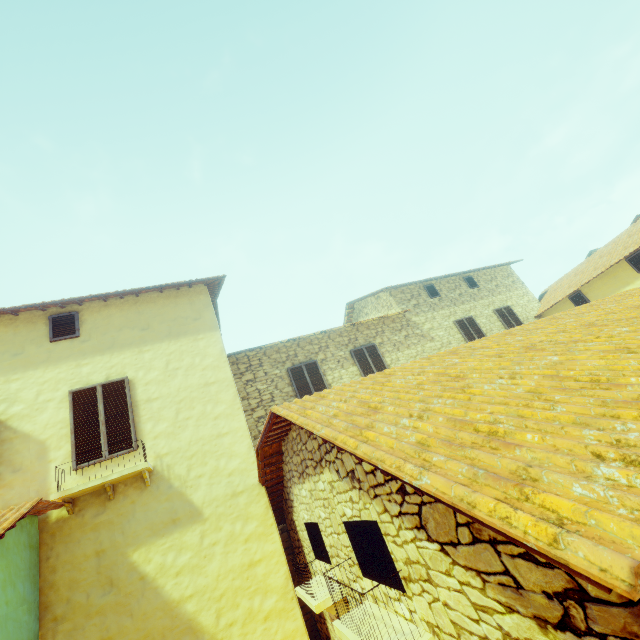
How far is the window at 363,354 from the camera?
11.5m

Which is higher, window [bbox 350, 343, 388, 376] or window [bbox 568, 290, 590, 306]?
window [bbox 350, 343, 388, 376]

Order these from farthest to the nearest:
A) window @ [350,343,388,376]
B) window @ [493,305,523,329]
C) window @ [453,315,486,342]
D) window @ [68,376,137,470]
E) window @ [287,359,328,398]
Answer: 1. window @ [493,305,523,329]
2. window @ [453,315,486,342]
3. window @ [350,343,388,376]
4. window @ [287,359,328,398]
5. window @ [68,376,137,470]

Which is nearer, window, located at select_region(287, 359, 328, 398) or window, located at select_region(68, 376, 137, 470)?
window, located at select_region(68, 376, 137, 470)

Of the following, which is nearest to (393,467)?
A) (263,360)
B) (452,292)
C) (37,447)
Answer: (37,447)

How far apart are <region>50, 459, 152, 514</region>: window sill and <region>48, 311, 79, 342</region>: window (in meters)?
2.91

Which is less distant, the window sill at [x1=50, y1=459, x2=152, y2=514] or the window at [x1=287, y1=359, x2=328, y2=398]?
the window sill at [x1=50, y1=459, x2=152, y2=514]
